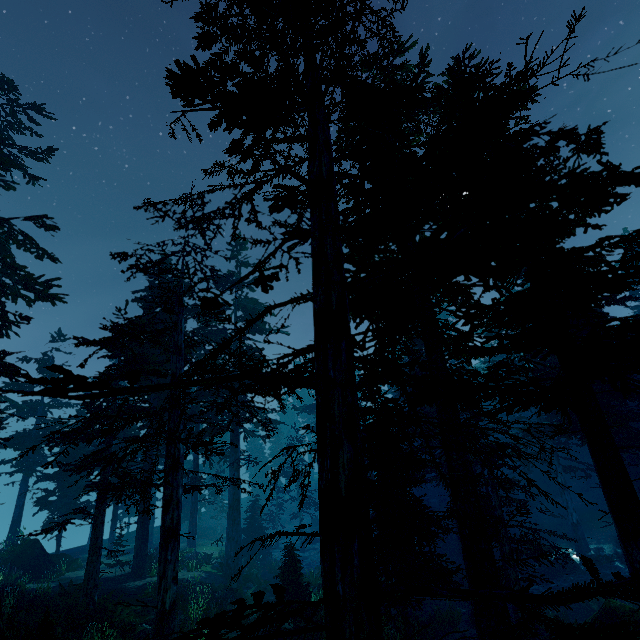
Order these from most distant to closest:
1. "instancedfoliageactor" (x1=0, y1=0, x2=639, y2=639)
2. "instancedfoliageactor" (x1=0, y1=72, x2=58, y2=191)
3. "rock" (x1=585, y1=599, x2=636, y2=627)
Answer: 1. "instancedfoliageactor" (x1=0, y1=72, x2=58, y2=191)
2. "rock" (x1=585, y1=599, x2=636, y2=627)
3. "instancedfoliageactor" (x1=0, y1=0, x2=639, y2=639)

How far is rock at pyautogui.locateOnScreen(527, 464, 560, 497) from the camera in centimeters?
3148cm

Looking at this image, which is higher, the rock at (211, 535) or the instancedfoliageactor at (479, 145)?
the instancedfoliageactor at (479, 145)

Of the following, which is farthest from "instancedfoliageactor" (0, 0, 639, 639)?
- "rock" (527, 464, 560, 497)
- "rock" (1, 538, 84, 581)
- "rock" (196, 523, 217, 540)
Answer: "rock" (196, 523, 217, 540)

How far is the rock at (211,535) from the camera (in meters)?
33.19

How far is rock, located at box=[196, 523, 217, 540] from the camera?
33.2 meters

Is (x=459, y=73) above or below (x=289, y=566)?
above

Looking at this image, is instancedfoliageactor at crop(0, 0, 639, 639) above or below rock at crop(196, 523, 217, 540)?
above
